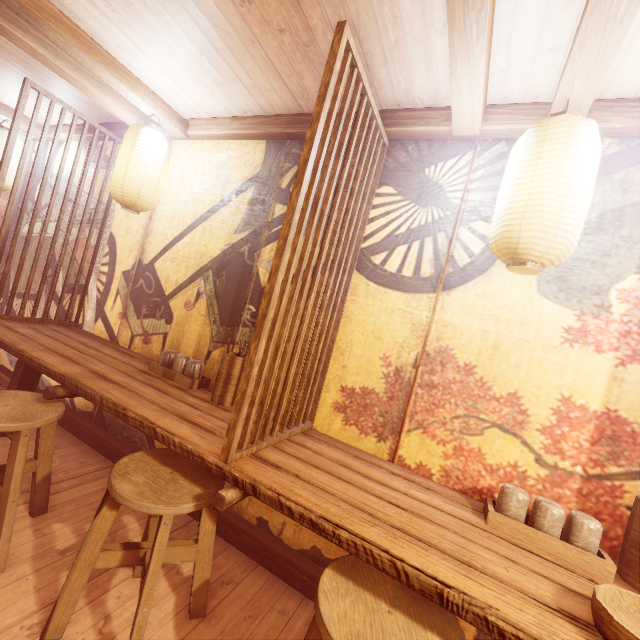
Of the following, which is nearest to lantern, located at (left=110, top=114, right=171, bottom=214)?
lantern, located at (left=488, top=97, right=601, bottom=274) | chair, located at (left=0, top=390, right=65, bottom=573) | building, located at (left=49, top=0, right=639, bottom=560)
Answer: building, located at (left=49, top=0, right=639, bottom=560)

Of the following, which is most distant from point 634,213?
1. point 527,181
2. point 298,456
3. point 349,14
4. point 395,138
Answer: point 298,456

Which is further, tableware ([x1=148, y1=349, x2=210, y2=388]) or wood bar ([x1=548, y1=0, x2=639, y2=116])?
tableware ([x1=148, y1=349, x2=210, y2=388])

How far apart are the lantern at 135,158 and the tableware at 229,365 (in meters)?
2.43

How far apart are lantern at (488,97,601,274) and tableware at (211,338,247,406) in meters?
2.7 m

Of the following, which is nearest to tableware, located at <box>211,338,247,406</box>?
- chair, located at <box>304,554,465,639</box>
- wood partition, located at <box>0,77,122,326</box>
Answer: chair, located at <box>304,554,465,639</box>

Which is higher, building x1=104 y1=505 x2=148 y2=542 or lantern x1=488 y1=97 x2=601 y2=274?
lantern x1=488 y1=97 x2=601 y2=274

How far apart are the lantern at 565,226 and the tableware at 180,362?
3.53m
